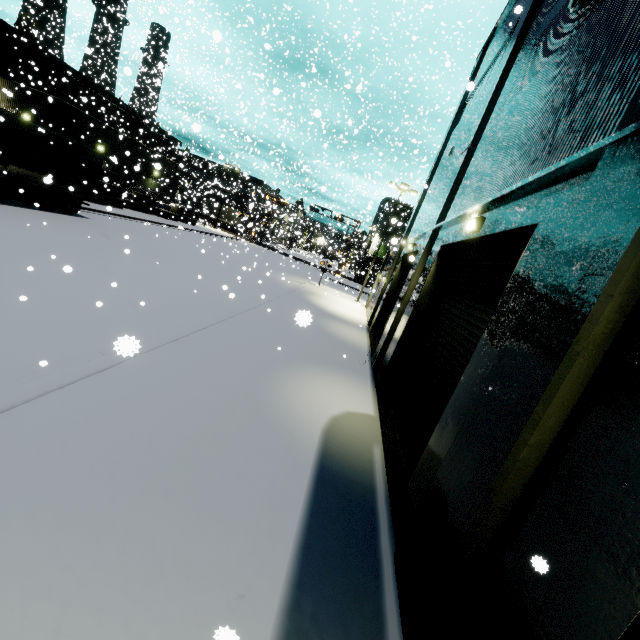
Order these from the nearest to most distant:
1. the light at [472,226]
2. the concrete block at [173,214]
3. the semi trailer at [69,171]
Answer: the light at [472,226]
the semi trailer at [69,171]
the concrete block at [173,214]

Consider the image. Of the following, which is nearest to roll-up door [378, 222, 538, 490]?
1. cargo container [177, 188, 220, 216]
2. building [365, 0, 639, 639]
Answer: building [365, 0, 639, 639]

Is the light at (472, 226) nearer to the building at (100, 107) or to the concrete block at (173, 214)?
the building at (100, 107)

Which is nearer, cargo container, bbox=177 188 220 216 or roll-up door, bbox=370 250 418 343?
roll-up door, bbox=370 250 418 343

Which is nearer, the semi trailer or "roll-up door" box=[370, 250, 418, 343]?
the semi trailer

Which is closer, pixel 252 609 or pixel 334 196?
pixel 252 609

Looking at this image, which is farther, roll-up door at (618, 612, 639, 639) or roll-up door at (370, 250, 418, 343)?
roll-up door at (370, 250, 418, 343)

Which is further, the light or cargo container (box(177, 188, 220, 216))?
cargo container (box(177, 188, 220, 216))
